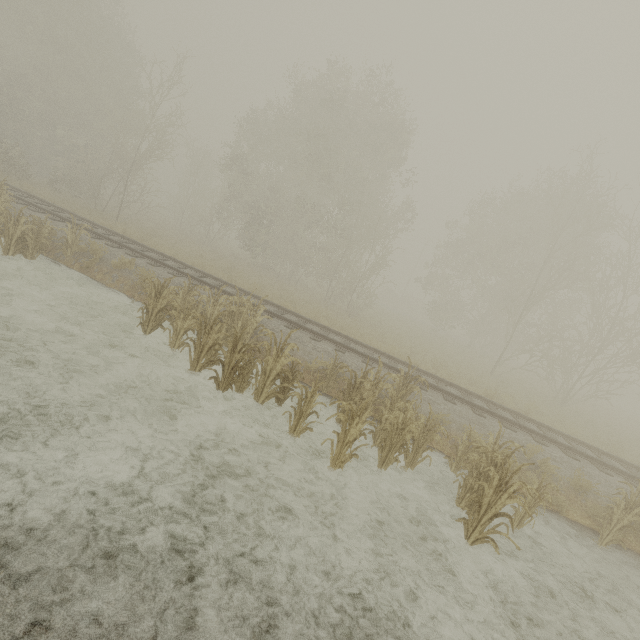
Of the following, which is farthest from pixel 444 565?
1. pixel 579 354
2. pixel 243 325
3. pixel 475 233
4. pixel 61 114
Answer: pixel 61 114

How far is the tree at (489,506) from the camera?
5.18m

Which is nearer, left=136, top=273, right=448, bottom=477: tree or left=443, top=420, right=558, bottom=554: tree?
left=443, top=420, right=558, bottom=554: tree

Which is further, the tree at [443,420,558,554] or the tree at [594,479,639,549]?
the tree at [594,479,639,549]

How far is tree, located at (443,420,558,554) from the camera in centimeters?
518cm
